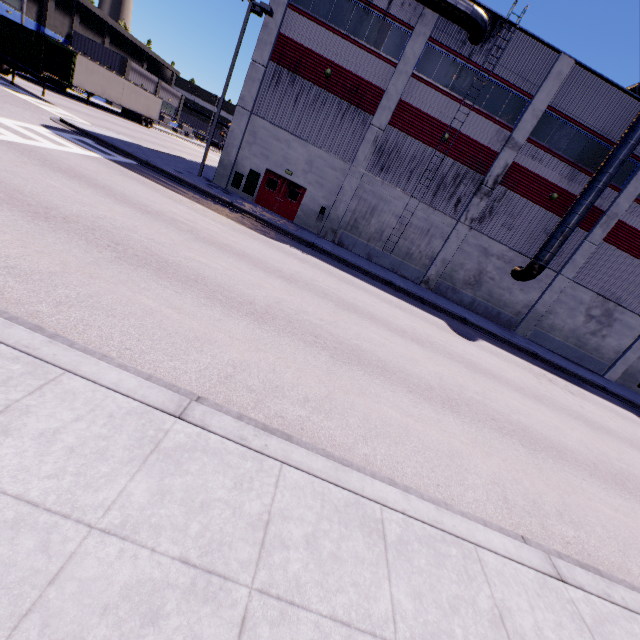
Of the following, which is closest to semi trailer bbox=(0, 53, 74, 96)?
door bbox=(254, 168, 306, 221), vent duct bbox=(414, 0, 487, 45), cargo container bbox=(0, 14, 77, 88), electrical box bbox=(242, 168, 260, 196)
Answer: cargo container bbox=(0, 14, 77, 88)

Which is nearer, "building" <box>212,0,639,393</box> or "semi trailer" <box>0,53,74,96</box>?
"building" <box>212,0,639,393</box>

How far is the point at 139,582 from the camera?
2.17m

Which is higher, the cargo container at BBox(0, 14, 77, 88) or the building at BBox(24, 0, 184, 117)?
the building at BBox(24, 0, 184, 117)

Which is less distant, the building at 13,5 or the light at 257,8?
the light at 257,8

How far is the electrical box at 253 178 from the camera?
21.2 meters

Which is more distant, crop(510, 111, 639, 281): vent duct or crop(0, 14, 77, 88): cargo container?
crop(0, 14, 77, 88): cargo container
